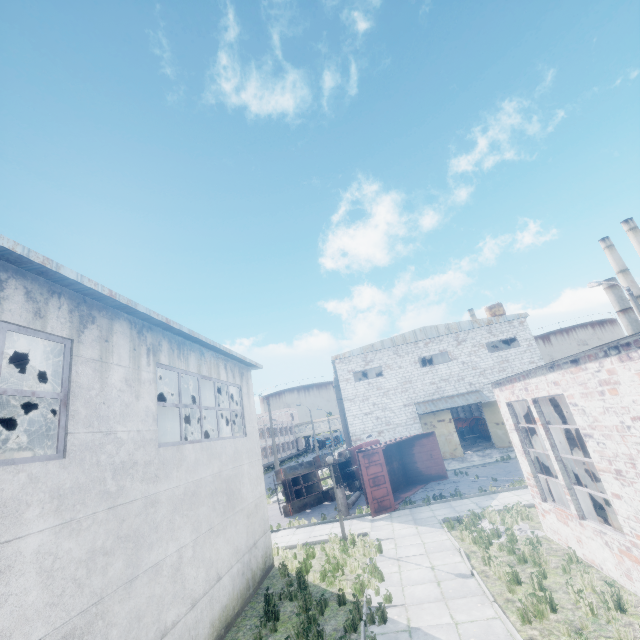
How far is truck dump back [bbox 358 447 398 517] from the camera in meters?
16.2

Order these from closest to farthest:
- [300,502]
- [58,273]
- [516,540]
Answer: [58,273] < [516,540] < [300,502]

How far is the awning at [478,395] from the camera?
27.7 meters

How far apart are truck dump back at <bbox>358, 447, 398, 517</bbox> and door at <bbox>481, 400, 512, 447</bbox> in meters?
14.9 m

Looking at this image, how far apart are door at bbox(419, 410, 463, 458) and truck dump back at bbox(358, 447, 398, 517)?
12.4 meters

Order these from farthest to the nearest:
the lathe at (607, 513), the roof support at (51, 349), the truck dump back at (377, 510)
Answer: the truck dump back at (377, 510) → the lathe at (607, 513) → the roof support at (51, 349)

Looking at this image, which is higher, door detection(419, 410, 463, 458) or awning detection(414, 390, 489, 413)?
awning detection(414, 390, 489, 413)

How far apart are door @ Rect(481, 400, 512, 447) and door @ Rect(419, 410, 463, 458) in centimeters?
329cm
